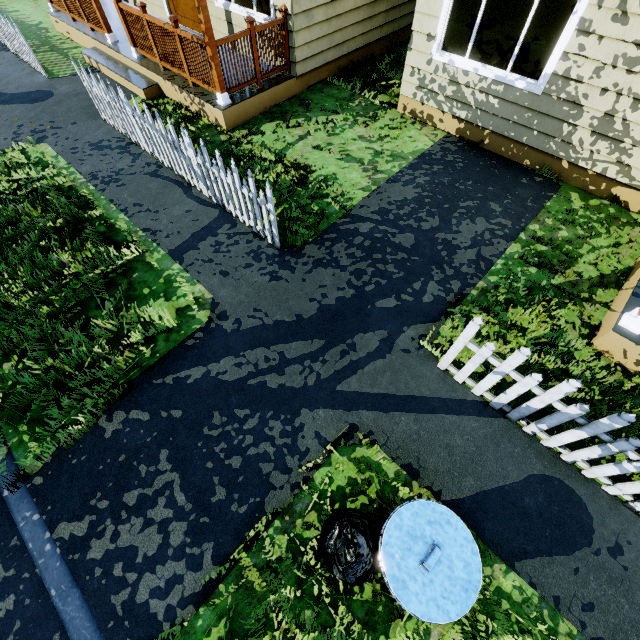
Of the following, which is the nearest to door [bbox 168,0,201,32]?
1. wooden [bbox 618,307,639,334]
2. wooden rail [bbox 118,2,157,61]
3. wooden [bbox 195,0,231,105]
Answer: wooden rail [bbox 118,2,157,61]

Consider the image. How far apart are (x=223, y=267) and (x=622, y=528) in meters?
5.3 m

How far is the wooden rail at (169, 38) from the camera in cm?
610

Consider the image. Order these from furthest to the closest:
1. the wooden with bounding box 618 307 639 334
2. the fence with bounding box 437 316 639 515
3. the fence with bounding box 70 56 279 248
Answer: the fence with bounding box 70 56 279 248 < the wooden with bounding box 618 307 639 334 < the fence with bounding box 437 316 639 515

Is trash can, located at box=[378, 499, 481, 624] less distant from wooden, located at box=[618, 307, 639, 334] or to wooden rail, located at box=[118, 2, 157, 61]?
wooden, located at box=[618, 307, 639, 334]

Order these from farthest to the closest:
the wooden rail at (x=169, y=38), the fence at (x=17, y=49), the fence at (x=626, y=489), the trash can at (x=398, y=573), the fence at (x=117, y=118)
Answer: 1. the fence at (x=17, y=49)
2. the wooden rail at (x=169, y=38)
3. the fence at (x=117, y=118)
4. the fence at (x=626, y=489)
5. the trash can at (x=398, y=573)

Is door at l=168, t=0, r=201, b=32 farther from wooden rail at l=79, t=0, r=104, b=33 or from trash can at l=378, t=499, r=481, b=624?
trash can at l=378, t=499, r=481, b=624

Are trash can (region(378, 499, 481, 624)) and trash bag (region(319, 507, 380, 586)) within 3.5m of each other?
yes
